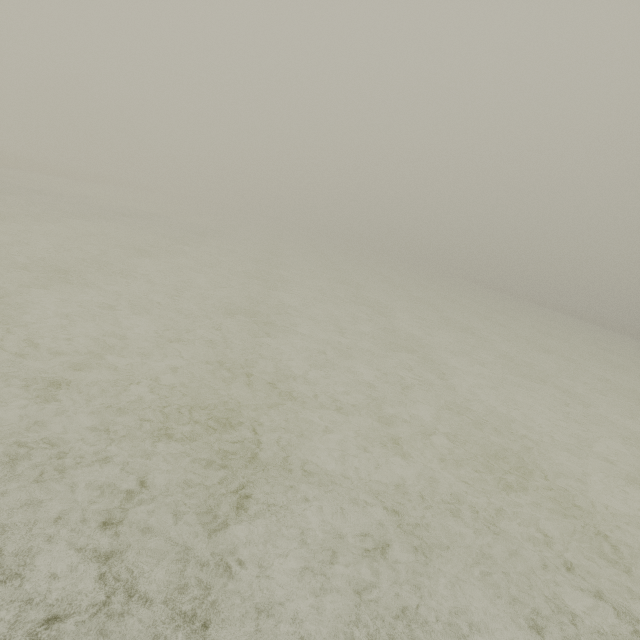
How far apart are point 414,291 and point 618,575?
24.1 meters
